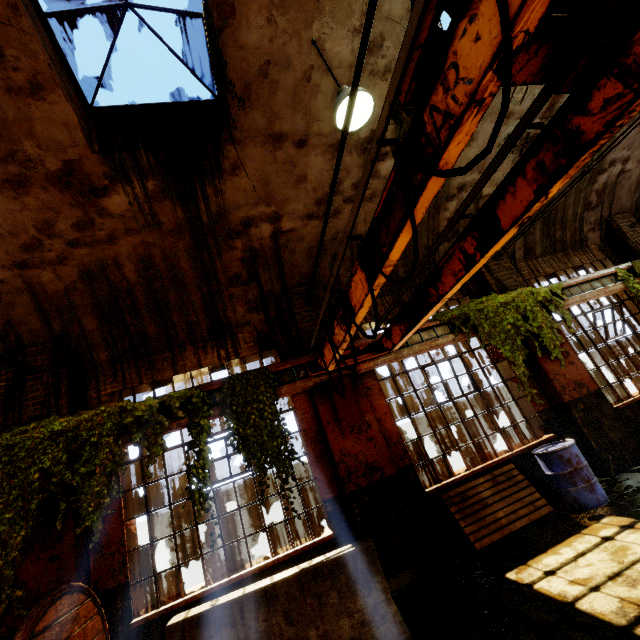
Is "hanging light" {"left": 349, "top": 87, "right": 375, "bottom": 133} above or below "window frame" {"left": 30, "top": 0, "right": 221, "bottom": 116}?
below

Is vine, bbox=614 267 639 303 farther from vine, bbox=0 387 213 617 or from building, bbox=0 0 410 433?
vine, bbox=0 387 213 617

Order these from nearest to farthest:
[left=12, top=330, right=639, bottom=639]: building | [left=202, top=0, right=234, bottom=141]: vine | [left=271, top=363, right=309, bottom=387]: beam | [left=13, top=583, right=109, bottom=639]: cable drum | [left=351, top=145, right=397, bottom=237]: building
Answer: [left=13, top=583, right=109, bottom=639]: cable drum < [left=202, top=0, right=234, bottom=141]: vine < [left=12, top=330, right=639, bottom=639]: building < [left=271, top=363, right=309, bottom=387]: beam < [left=351, top=145, right=397, bottom=237]: building

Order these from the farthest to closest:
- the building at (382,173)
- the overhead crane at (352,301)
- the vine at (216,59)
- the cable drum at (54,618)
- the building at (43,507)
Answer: the building at (382,173)
the building at (43,507)
the vine at (216,59)
the cable drum at (54,618)
the overhead crane at (352,301)

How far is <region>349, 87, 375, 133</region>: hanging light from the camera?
3.9m

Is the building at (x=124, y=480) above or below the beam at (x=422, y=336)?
below

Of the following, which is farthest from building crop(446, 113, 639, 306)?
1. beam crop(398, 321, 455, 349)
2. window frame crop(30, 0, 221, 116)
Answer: beam crop(398, 321, 455, 349)

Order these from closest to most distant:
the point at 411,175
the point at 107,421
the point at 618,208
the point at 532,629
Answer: the point at 411,175 < the point at 532,629 < the point at 107,421 < the point at 618,208
